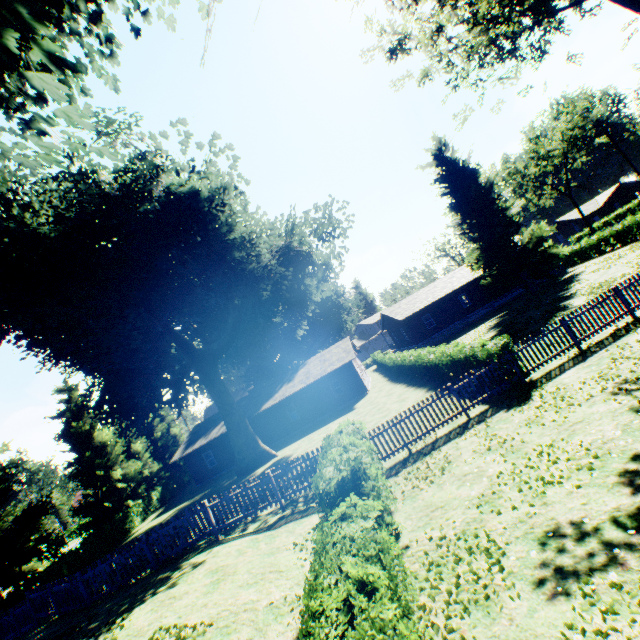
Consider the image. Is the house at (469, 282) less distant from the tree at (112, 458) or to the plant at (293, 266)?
the plant at (293, 266)

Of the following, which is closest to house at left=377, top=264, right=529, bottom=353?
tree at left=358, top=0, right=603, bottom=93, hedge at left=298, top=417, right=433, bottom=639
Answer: tree at left=358, top=0, right=603, bottom=93

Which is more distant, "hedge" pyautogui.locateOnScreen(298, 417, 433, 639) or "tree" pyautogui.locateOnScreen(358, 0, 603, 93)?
"tree" pyautogui.locateOnScreen(358, 0, 603, 93)

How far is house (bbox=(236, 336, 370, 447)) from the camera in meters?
30.8 m

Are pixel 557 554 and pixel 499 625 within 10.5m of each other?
yes

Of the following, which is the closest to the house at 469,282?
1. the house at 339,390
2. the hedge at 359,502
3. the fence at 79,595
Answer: the house at 339,390

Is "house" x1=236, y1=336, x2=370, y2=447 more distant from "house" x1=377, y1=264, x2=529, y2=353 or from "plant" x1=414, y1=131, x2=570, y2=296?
"house" x1=377, y1=264, x2=529, y2=353

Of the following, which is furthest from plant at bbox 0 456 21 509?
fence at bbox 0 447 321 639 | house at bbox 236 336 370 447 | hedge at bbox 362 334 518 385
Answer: house at bbox 236 336 370 447
